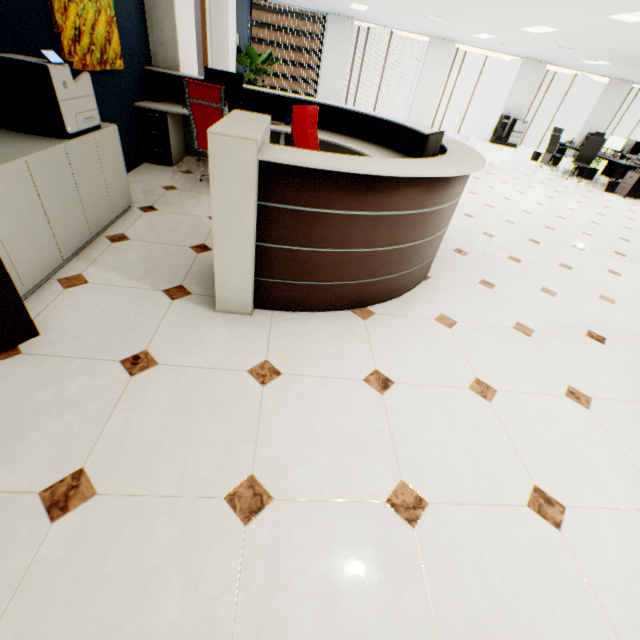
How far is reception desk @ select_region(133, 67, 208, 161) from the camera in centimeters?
439cm

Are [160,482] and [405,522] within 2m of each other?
yes

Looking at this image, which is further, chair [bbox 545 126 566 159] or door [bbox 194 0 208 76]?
chair [bbox 545 126 566 159]

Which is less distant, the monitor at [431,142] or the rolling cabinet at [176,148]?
the monitor at [431,142]

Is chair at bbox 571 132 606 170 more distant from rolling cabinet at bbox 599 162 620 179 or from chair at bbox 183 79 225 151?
chair at bbox 183 79 225 151

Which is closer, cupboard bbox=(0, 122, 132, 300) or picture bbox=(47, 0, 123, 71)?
cupboard bbox=(0, 122, 132, 300)

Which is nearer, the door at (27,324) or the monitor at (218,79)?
the door at (27,324)

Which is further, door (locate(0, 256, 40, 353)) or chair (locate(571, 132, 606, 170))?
chair (locate(571, 132, 606, 170))
